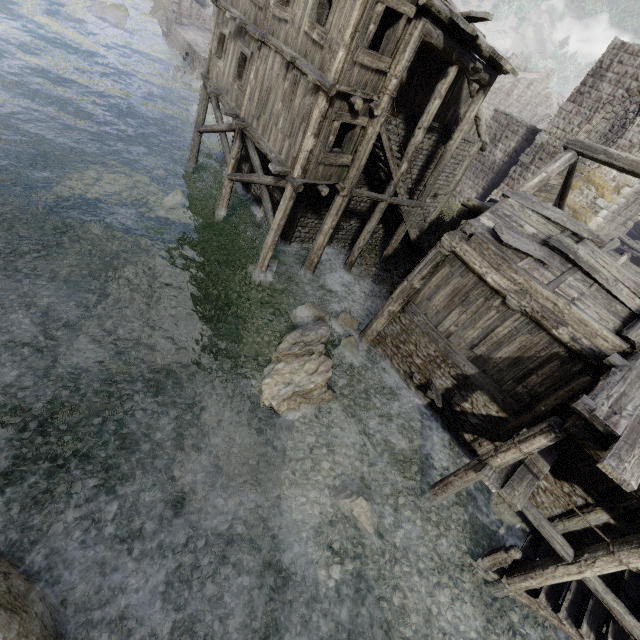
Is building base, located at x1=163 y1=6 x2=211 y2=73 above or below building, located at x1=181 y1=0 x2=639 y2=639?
below

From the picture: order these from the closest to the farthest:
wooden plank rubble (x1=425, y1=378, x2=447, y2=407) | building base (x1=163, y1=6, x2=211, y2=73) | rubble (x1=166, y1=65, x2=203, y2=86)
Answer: wooden plank rubble (x1=425, y1=378, x2=447, y2=407)
rubble (x1=166, y1=65, x2=203, y2=86)
building base (x1=163, y1=6, x2=211, y2=73)

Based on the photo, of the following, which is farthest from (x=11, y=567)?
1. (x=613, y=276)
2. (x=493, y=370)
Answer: (x=613, y=276)

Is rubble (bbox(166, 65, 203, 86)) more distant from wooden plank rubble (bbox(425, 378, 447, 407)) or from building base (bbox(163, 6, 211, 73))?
wooden plank rubble (bbox(425, 378, 447, 407))

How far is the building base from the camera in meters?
30.5 m

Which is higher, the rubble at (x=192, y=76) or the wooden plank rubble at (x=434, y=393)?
the wooden plank rubble at (x=434, y=393)

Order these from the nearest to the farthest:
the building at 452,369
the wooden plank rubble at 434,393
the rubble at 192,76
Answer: the building at 452,369 < the wooden plank rubble at 434,393 < the rubble at 192,76
